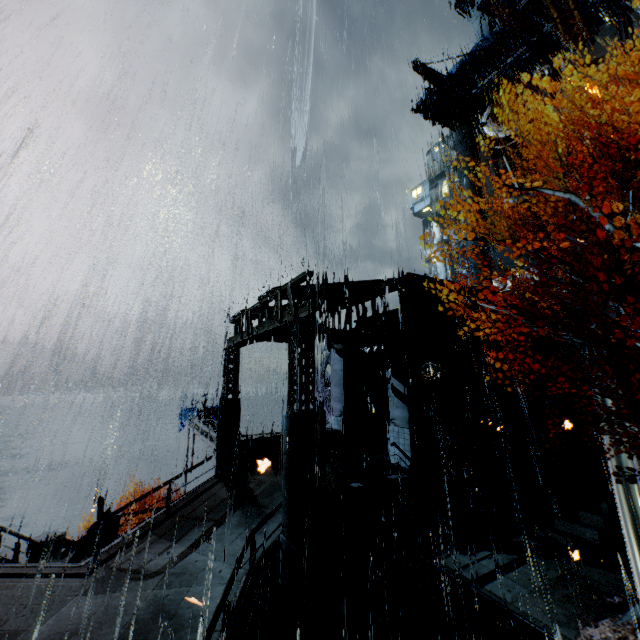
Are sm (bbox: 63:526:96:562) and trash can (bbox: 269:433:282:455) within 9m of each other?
yes

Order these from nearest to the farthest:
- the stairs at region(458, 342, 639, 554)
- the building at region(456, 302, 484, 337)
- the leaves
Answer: the leaves, the stairs at region(458, 342, 639, 554), the building at region(456, 302, 484, 337)

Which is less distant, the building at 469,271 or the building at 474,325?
the building at 474,325

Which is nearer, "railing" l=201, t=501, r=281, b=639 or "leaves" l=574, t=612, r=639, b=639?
"railing" l=201, t=501, r=281, b=639

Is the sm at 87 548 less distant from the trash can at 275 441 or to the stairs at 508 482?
the trash can at 275 441

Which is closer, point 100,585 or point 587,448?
point 100,585

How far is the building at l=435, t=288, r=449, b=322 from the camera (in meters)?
15.95

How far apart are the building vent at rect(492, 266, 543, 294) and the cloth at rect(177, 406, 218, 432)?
28.94m
